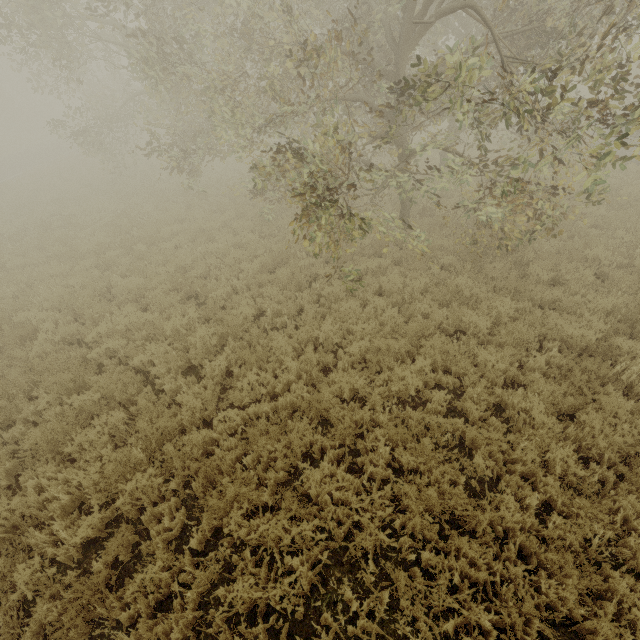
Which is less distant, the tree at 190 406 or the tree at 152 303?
the tree at 190 406

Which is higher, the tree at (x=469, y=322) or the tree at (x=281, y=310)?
the tree at (x=469, y=322)

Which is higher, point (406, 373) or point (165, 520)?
point (406, 373)

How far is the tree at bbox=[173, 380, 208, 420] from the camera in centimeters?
568cm

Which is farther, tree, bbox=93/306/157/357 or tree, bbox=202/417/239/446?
tree, bbox=93/306/157/357

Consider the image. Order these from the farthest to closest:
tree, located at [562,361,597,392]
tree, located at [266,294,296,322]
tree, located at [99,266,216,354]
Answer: tree, located at [266,294,296,322], tree, located at [99,266,216,354], tree, located at [562,361,597,392]
